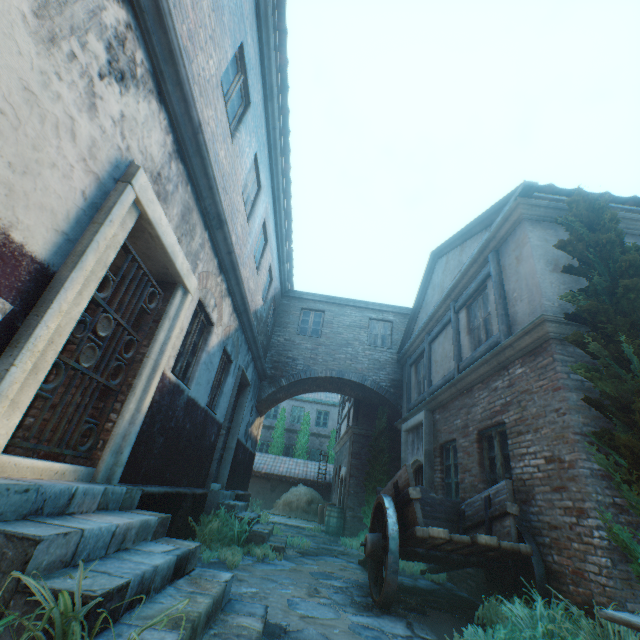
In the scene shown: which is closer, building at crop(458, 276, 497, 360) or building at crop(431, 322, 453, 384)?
building at crop(458, 276, 497, 360)

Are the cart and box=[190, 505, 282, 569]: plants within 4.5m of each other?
yes

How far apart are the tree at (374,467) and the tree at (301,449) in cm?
1159

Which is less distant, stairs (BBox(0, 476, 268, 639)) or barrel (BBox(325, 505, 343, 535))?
stairs (BBox(0, 476, 268, 639))

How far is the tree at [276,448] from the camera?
23.3 meters

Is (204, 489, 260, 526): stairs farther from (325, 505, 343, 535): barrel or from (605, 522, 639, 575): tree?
(605, 522, 639, 575): tree

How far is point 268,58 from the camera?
6.62m

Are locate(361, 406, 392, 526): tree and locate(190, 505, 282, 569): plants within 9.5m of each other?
yes
